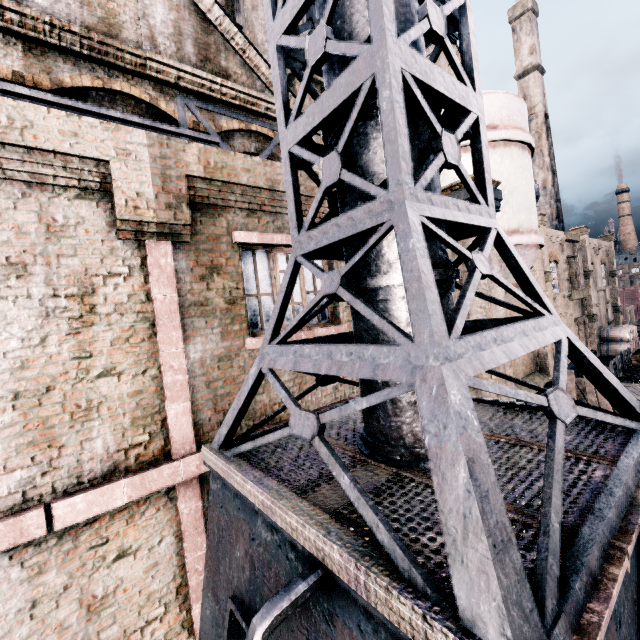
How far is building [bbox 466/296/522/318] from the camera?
9.24m

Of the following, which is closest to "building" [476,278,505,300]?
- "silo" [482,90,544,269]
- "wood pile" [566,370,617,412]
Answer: "silo" [482,90,544,269]

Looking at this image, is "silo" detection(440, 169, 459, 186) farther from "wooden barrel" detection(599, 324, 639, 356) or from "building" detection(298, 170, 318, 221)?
"wooden barrel" detection(599, 324, 639, 356)

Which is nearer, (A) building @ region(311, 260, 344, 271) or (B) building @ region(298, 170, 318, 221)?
(B) building @ region(298, 170, 318, 221)

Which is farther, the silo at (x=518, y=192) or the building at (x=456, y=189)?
the silo at (x=518, y=192)

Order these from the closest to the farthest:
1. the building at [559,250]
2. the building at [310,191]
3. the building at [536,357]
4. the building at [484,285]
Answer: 1. the building at [310,191]
2. the building at [484,285]
3. the building at [536,357]
4. the building at [559,250]

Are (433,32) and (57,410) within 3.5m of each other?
no

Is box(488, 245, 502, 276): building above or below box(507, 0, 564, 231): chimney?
below
